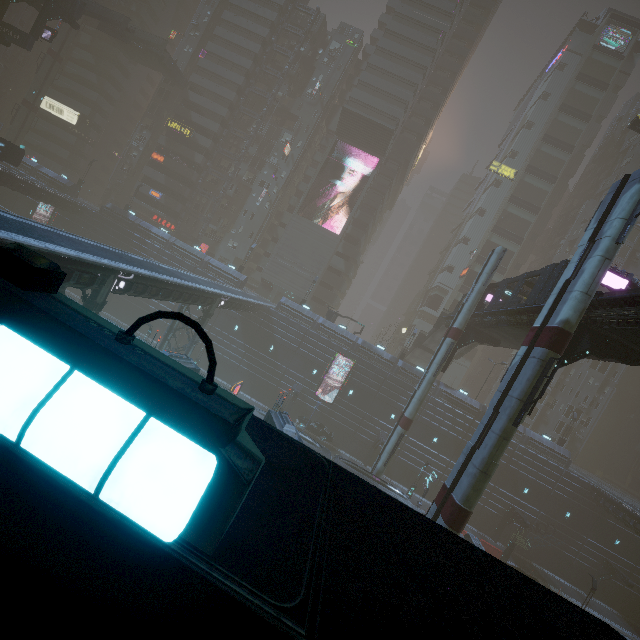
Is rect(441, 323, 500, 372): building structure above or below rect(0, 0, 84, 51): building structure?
below

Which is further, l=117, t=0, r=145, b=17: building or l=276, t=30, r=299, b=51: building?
l=117, t=0, r=145, b=17: building

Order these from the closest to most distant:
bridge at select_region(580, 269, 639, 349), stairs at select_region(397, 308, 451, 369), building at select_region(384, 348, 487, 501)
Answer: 1. bridge at select_region(580, 269, 639, 349)
2. stairs at select_region(397, 308, 451, 369)
3. building at select_region(384, 348, 487, 501)

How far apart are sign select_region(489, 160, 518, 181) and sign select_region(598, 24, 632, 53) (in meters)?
23.28

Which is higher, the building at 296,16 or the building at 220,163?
the building at 296,16

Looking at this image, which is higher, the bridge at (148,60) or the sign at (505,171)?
the sign at (505,171)

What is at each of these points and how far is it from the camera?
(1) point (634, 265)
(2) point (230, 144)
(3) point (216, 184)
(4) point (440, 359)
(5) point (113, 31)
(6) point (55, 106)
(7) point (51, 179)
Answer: (1) building, 53.1m
(2) building, 58.3m
(3) building, 58.0m
(4) sm, 28.1m
(5) stairs, 44.7m
(6) sign, 59.7m
(7) building, 47.8m

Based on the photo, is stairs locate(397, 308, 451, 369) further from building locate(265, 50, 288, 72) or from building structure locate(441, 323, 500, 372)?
building structure locate(441, 323, 500, 372)
